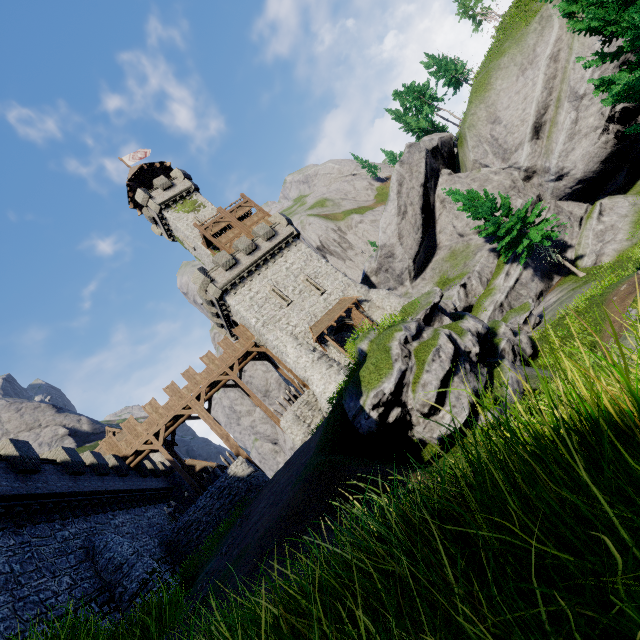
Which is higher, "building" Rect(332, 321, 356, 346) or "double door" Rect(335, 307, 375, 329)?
"building" Rect(332, 321, 356, 346)

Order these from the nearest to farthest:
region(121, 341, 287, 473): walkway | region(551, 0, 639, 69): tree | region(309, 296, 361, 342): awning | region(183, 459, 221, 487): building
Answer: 1. region(551, 0, 639, 69): tree
2. region(121, 341, 287, 473): walkway
3. region(309, 296, 361, 342): awning
4. region(183, 459, 221, 487): building

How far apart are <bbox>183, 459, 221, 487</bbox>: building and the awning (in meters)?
18.76

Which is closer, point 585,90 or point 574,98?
point 585,90

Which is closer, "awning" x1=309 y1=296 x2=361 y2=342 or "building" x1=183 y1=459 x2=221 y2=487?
"awning" x1=309 y1=296 x2=361 y2=342

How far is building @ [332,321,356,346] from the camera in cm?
2892

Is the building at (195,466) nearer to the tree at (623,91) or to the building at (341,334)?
the building at (341,334)

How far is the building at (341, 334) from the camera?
28.9m
